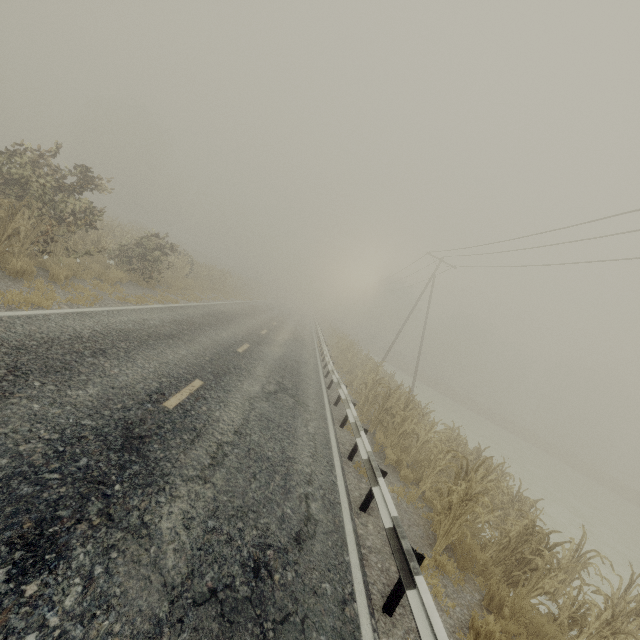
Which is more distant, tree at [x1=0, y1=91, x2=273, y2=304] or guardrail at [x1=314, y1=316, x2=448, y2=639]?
tree at [x1=0, y1=91, x2=273, y2=304]

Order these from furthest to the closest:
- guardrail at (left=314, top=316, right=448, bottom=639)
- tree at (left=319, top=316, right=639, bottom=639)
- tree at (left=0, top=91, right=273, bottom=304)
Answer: tree at (left=0, top=91, right=273, bottom=304) < tree at (left=319, top=316, right=639, bottom=639) < guardrail at (left=314, top=316, right=448, bottom=639)

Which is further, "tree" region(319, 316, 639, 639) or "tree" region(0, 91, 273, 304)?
Result: "tree" region(0, 91, 273, 304)

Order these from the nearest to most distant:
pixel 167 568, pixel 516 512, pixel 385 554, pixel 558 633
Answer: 1. pixel 167 568
2. pixel 558 633
3. pixel 385 554
4. pixel 516 512

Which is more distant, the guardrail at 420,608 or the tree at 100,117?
the tree at 100,117
